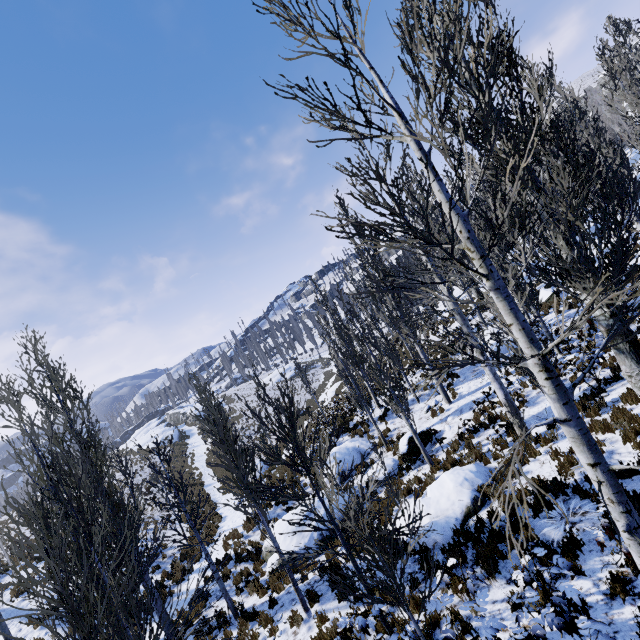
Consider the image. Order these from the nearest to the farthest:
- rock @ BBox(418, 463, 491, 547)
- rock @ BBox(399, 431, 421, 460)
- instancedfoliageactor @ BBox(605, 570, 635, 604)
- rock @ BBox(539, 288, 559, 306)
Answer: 1. instancedfoliageactor @ BBox(605, 570, 635, 604)
2. rock @ BBox(418, 463, 491, 547)
3. rock @ BBox(399, 431, 421, 460)
4. rock @ BBox(539, 288, 559, 306)

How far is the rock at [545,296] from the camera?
19.7 meters

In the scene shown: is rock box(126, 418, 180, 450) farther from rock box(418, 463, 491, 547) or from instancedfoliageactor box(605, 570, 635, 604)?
rock box(418, 463, 491, 547)

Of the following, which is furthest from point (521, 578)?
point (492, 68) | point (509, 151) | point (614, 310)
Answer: point (492, 68)

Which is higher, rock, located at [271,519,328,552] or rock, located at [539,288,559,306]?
rock, located at [539,288,559,306]

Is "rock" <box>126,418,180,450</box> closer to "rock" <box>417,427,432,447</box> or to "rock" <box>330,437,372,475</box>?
"rock" <box>330,437,372,475</box>

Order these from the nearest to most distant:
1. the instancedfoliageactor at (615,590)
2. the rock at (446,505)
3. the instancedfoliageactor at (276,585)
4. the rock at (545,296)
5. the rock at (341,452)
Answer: the instancedfoliageactor at (276,585) < the instancedfoliageactor at (615,590) < the rock at (446,505) < the rock at (341,452) < the rock at (545,296)

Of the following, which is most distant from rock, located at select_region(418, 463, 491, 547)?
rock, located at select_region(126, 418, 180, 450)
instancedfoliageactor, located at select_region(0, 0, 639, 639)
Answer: rock, located at select_region(126, 418, 180, 450)
